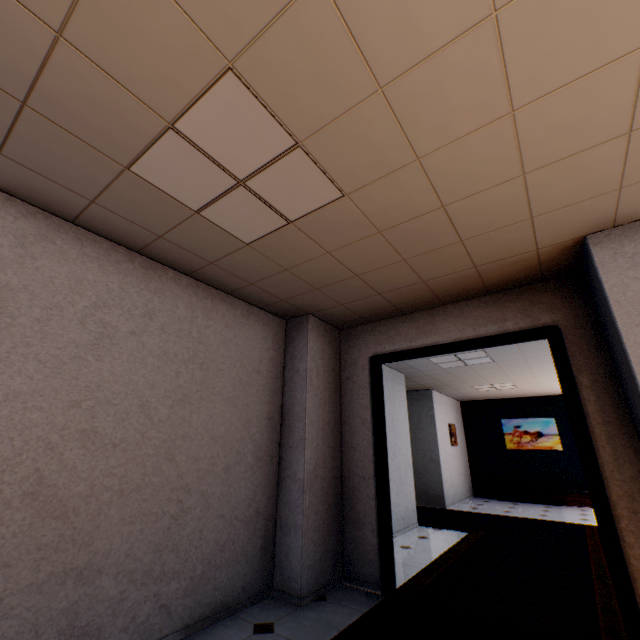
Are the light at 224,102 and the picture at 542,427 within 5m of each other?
no

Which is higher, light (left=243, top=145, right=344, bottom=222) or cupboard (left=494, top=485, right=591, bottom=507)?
light (left=243, top=145, right=344, bottom=222)

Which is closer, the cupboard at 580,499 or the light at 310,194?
the light at 310,194

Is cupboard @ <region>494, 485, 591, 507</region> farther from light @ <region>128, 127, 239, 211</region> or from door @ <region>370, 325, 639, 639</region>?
light @ <region>128, 127, 239, 211</region>

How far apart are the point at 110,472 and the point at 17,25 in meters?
2.6 m

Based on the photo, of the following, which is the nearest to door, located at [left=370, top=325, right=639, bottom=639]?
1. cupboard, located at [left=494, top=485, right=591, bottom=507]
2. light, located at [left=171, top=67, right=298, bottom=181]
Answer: light, located at [left=171, top=67, right=298, bottom=181]

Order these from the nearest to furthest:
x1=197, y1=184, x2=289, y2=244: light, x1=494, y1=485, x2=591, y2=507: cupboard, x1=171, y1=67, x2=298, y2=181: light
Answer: x1=171, y1=67, x2=298, y2=181: light < x1=197, y1=184, x2=289, y2=244: light < x1=494, y1=485, x2=591, y2=507: cupboard

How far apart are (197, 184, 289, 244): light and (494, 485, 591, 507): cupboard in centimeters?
1079cm
